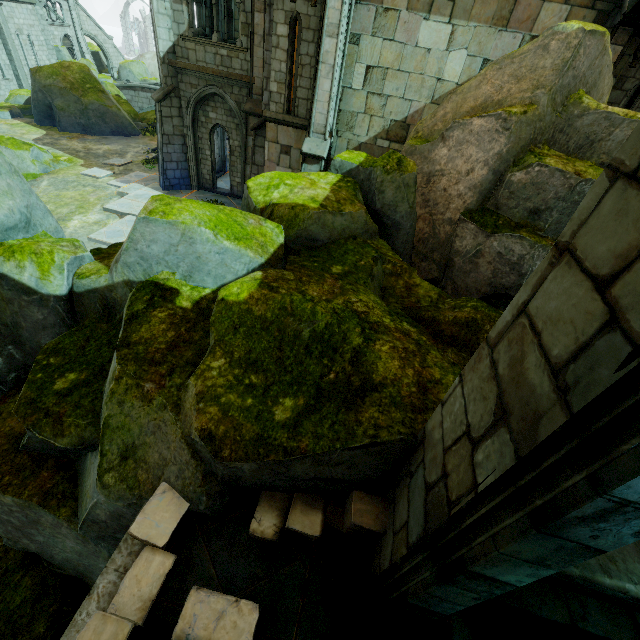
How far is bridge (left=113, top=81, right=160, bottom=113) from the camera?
33.0 meters

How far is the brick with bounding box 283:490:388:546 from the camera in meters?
3.0 m

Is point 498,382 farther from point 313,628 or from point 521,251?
point 521,251

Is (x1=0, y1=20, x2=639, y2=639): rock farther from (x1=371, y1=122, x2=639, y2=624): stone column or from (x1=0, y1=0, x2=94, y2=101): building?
(x1=0, y1=0, x2=94, y2=101): building

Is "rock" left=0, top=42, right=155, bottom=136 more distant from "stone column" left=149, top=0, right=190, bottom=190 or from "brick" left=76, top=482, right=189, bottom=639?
"brick" left=76, top=482, right=189, bottom=639

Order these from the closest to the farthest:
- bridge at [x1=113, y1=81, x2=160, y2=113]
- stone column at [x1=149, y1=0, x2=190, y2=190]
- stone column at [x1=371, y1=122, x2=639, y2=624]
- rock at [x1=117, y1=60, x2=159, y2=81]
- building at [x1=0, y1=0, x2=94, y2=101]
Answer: stone column at [x1=371, y1=122, x2=639, y2=624] → stone column at [x1=149, y1=0, x2=190, y2=190] → building at [x1=0, y1=0, x2=94, y2=101] → bridge at [x1=113, y1=81, x2=160, y2=113] → rock at [x1=117, y1=60, x2=159, y2=81]

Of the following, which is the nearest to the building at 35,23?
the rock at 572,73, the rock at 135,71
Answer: the rock at 135,71

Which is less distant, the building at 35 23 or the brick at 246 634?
the brick at 246 634
